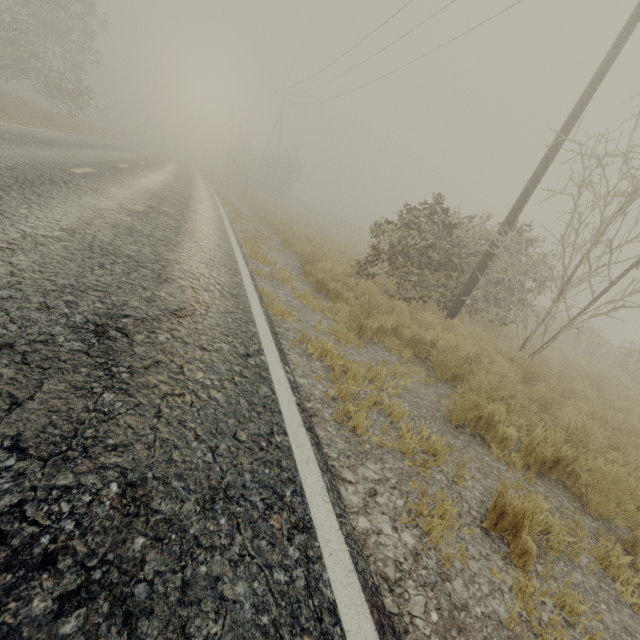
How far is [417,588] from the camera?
1.75m

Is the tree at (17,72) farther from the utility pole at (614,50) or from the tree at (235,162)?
the utility pole at (614,50)

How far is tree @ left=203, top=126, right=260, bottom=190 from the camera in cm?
3909

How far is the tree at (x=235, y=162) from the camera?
39.09m

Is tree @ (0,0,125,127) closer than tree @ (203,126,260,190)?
Yes

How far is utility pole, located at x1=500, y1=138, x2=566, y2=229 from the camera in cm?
769

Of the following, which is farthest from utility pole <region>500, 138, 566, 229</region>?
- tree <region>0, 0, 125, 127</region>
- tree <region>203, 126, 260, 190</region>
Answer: tree <region>203, 126, 260, 190</region>
